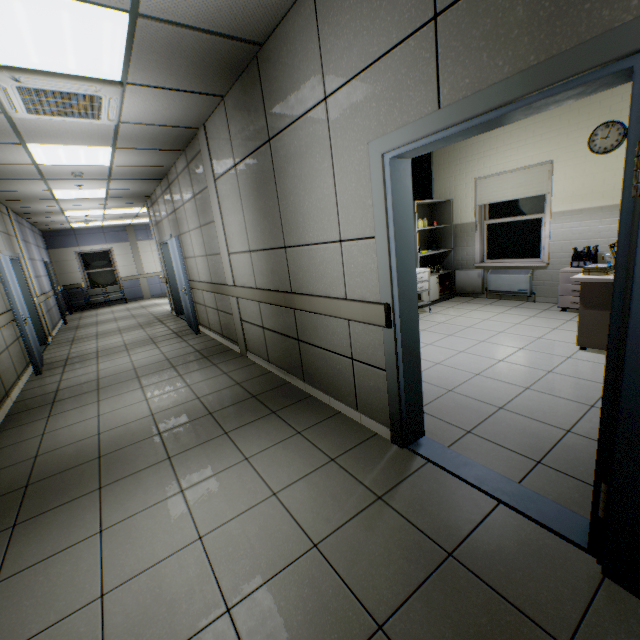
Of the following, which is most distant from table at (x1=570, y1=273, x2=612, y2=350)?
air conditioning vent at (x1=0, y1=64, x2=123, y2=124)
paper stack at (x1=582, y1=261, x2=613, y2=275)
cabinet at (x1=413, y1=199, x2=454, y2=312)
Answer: air conditioning vent at (x1=0, y1=64, x2=123, y2=124)

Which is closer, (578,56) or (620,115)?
(578,56)

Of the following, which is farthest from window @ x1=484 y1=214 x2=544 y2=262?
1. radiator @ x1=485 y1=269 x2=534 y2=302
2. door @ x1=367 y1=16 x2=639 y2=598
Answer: door @ x1=367 y1=16 x2=639 y2=598

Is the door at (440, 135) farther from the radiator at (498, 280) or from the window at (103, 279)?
the window at (103, 279)

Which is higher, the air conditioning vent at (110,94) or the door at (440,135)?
the air conditioning vent at (110,94)

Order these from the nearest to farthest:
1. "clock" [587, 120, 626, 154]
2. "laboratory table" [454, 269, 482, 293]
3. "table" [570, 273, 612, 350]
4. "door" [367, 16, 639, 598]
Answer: "door" [367, 16, 639, 598]
"table" [570, 273, 612, 350]
"clock" [587, 120, 626, 154]
"laboratory table" [454, 269, 482, 293]

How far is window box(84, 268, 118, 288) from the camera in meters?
13.7

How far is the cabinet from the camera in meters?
6.1 m
